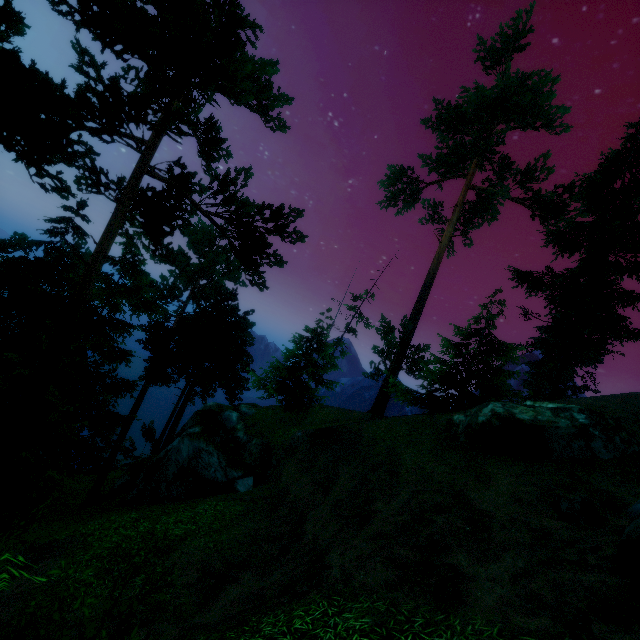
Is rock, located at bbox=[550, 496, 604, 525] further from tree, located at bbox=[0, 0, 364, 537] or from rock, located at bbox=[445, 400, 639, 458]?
tree, located at bbox=[0, 0, 364, 537]

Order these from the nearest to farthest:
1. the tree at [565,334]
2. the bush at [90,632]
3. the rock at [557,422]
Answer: the bush at [90,632], the rock at [557,422], the tree at [565,334]

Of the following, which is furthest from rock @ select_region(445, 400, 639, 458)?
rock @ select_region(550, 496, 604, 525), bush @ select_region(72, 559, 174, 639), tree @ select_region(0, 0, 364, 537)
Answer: bush @ select_region(72, 559, 174, 639)

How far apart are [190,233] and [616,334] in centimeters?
3641cm

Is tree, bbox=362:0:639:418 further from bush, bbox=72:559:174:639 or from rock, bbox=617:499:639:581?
rock, bbox=617:499:639:581

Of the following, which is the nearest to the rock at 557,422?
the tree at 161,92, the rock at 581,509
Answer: the rock at 581,509
